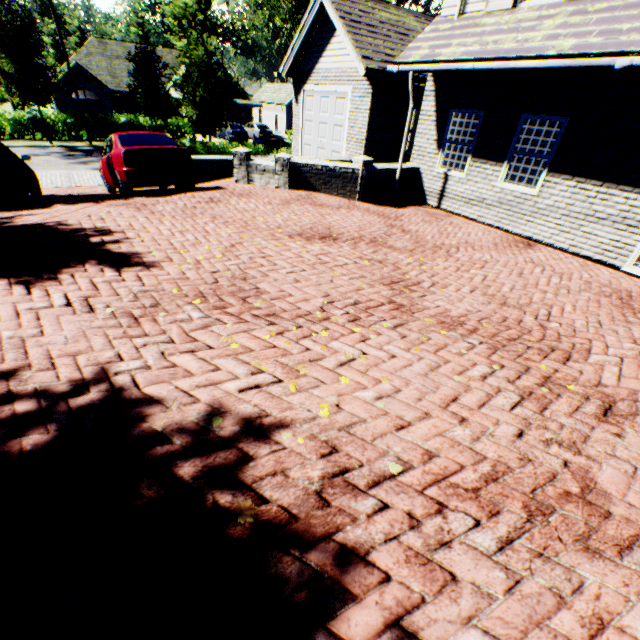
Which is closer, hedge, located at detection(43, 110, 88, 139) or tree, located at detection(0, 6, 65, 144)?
tree, located at detection(0, 6, 65, 144)

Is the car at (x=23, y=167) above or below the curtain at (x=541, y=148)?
below

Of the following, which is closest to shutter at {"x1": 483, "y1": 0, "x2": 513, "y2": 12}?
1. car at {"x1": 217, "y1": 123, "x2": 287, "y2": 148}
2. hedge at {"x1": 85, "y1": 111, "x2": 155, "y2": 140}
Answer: car at {"x1": 217, "y1": 123, "x2": 287, "y2": 148}

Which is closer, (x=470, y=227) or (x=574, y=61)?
(x=574, y=61)

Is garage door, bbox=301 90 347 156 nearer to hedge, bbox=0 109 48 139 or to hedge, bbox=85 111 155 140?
hedge, bbox=85 111 155 140

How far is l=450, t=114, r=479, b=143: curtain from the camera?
8.73m

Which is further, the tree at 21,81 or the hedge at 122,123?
the hedge at 122,123

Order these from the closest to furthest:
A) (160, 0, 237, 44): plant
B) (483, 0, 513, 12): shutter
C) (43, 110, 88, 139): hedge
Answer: (483, 0, 513, 12): shutter, (43, 110, 88, 139): hedge, (160, 0, 237, 44): plant
